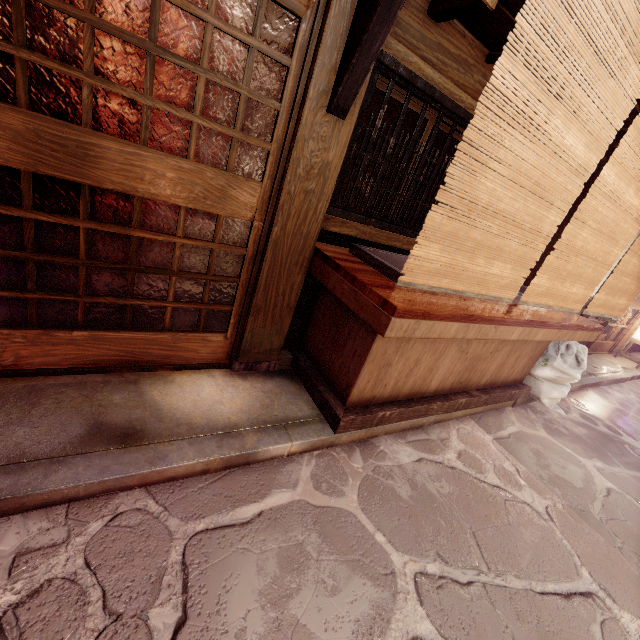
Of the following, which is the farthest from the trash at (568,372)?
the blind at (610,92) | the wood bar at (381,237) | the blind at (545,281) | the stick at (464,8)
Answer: the stick at (464,8)

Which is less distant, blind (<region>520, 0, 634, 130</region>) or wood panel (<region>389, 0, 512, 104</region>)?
blind (<region>520, 0, 634, 130</region>)

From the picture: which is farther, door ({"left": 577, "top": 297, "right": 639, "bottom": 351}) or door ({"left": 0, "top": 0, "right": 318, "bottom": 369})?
door ({"left": 577, "top": 297, "right": 639, "bottom": 351})

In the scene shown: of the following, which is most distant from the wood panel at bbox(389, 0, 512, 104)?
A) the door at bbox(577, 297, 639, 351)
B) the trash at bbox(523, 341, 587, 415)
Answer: the door at bbox(577, 297, 639, 351)

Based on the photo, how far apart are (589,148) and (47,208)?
6.0 meters

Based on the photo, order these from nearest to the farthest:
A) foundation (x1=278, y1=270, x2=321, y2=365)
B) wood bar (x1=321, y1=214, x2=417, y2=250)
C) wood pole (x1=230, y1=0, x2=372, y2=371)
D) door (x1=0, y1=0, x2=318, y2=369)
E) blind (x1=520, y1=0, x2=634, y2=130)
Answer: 1. blind (x1=520, y1=0, x2=634, y2=130)
2. door (x1=0, y1=0, x2=318, y2=369)
3. wood pole (x1=230, y1=0, x2=372, y2=371)
4. wood bar (x1=321, y1=214, x2=417, y2=250)
5. foundation (x1=278, y1=270, x2=321, y2=365)

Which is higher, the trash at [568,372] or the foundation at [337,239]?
the foundation at [337,239]

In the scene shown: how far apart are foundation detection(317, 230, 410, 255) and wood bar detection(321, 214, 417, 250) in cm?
25
